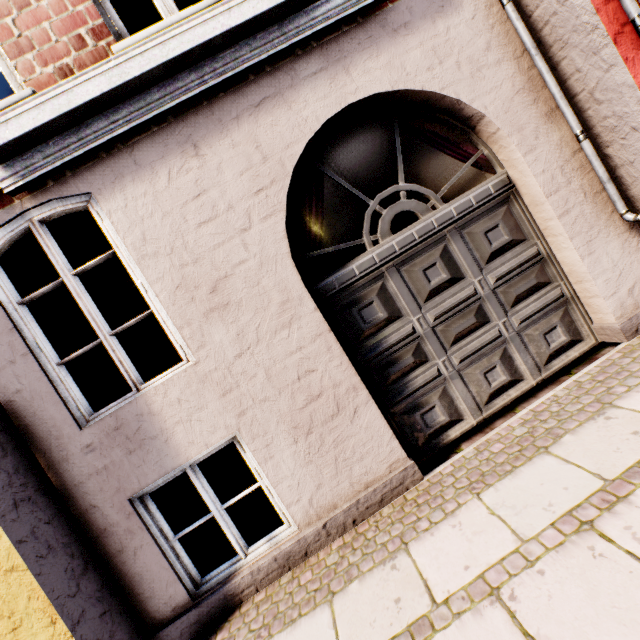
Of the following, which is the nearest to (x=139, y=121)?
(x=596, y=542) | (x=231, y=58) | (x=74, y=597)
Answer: (x=231, y=58)
